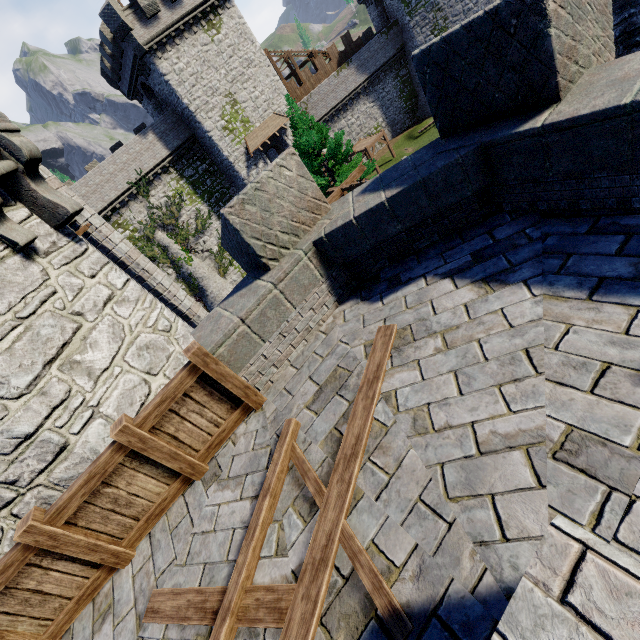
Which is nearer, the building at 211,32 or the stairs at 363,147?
the building at 211,32

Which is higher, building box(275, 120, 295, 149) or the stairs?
building box(275, 120, 295, 149)

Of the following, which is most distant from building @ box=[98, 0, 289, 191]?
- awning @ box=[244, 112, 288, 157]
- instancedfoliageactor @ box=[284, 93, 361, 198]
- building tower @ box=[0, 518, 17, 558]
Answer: building tower @ box=[0, 518, 17, 558]

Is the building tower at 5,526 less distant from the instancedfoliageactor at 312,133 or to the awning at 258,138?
the instancedfoliageactor at 312,133

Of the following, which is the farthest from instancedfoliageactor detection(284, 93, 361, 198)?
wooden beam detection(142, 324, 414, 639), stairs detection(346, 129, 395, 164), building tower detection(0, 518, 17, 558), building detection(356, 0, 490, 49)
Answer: building detection(356, 0, 490, 49)

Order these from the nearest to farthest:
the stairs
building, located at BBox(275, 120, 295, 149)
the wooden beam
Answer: the wooden beam
building, located at BBox(275, 120, 295, 149)
the stairs

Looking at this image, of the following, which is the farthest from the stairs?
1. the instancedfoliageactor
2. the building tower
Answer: the building tower

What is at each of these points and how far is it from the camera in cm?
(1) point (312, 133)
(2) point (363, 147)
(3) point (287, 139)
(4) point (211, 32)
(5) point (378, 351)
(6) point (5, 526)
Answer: (1) instancedfoliageactor, 1645
(2) stairs, 3544
(3) building, 3325
(4) building, 2786
(5) wooden beam, 367
(6) building tower, 425
